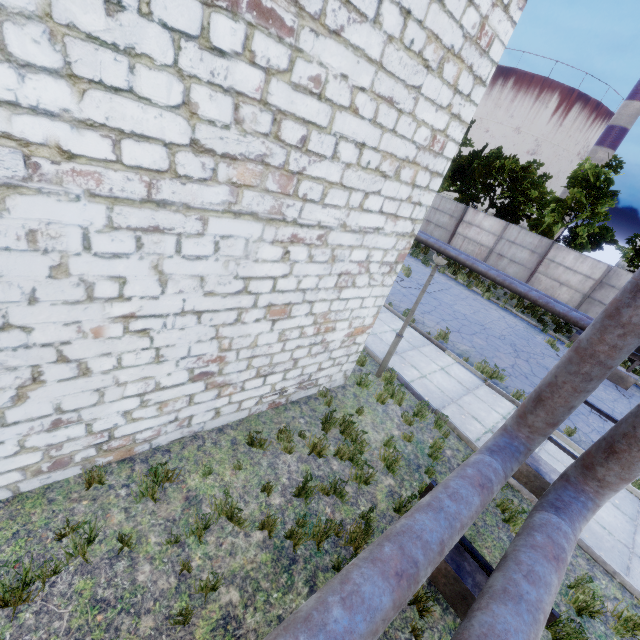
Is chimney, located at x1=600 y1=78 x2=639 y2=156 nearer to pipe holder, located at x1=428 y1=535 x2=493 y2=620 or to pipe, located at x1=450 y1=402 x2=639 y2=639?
pipe, located at x1=450 y1=402 x2=639 y2=639

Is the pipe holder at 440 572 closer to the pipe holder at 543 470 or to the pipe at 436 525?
the pipe at 436 525

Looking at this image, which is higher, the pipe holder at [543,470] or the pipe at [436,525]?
the pipe at [436,525]

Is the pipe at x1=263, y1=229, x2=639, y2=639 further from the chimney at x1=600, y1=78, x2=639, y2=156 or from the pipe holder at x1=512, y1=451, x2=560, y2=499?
the chimney at x1=600, y1=78, x2=639, y2=156

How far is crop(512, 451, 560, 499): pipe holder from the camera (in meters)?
6.11

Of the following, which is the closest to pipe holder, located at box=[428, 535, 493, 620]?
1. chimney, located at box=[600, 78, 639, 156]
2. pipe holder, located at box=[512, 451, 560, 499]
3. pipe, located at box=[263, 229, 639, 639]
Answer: pipe, located at box=[263, 229, 639, 639]

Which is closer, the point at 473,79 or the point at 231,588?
the point at 231,588
